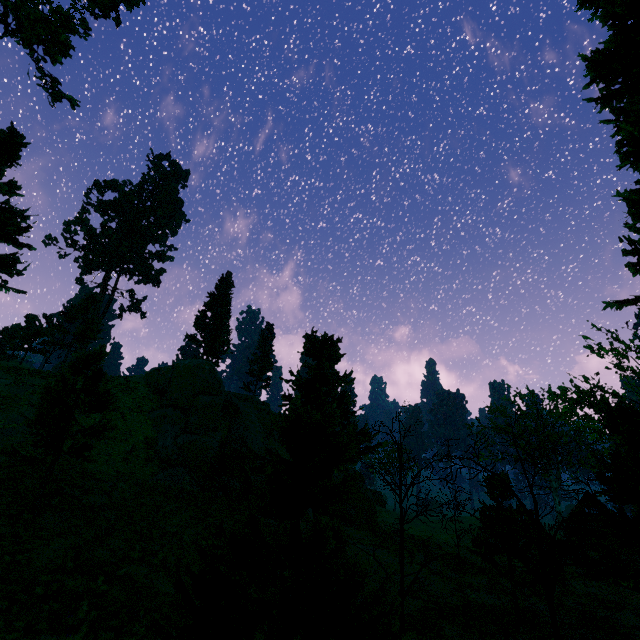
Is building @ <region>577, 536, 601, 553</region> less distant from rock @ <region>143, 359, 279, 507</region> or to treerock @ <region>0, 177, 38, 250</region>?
treerock @ <region>0, 177, 38, 250</region>

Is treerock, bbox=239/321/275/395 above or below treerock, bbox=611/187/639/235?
above

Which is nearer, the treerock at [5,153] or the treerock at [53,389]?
the treerock at [53,389]

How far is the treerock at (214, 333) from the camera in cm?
3941

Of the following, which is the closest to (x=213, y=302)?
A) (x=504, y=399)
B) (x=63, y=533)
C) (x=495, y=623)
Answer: (x=63, y=533)

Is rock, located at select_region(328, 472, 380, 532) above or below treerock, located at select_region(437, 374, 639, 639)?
below

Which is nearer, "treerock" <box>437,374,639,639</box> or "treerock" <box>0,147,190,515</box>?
"treerock" <box>437,374,639,639</box>
